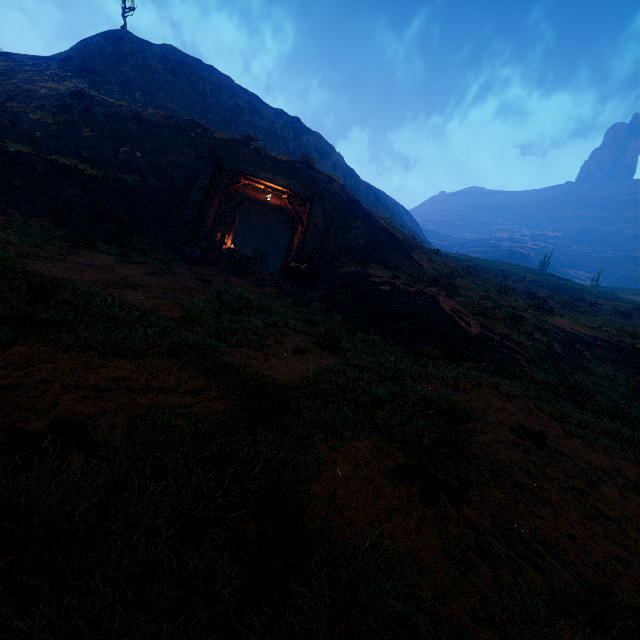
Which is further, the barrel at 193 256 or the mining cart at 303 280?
the mining cart at 303 280

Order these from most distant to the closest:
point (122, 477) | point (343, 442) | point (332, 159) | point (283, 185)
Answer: point (332, 159)
point (283, 185)
point (343, 442)
point (122, 477)

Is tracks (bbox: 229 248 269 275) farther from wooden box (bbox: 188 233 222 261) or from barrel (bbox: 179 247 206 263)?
barrel (bbox: 179 247 206 263)

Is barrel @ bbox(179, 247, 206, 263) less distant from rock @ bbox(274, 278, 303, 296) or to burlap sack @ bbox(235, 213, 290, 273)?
rock @ bbox(274, 278, 303, 296)

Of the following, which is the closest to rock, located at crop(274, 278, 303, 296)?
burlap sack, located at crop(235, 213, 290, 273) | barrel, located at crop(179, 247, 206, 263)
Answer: barrel, located at crop(179, 247, 206, 263)

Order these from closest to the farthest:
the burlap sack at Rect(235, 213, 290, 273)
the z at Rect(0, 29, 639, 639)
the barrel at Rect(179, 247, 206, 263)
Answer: the z at Rect(0, 29, 639, 639)
the barrel at Rect(179, 247, 206, 263)
the burlap sack at Rect(235, 213, 290, 273)

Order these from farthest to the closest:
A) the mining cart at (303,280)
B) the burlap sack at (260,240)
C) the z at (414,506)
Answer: the burlap sack at (260,240), the mining cart at (303,280), the z at (414,506)

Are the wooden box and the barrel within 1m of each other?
yes
